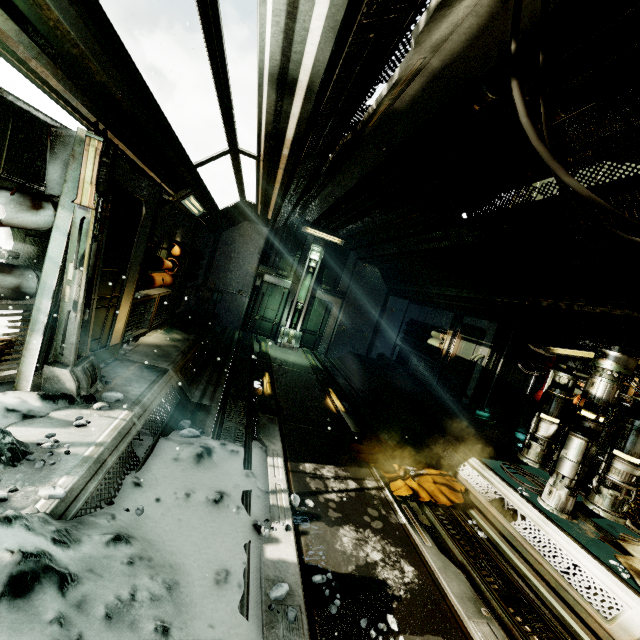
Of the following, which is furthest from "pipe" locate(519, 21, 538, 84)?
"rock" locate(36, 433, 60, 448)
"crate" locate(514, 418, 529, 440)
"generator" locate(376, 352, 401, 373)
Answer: "crate" locate(514, 418, 529, 440)

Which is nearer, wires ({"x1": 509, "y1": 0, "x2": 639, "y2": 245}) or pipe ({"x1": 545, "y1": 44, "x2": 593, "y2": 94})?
wires ({"x1": 509, "y1": 0, "x2": 639, "y2": 245})

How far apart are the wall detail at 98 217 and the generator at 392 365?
9.2 meters

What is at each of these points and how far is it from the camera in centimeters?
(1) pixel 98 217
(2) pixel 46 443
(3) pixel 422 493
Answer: (1) wall detail, 304cm
(2) rock, 267cm
(3) cloth, 455cm

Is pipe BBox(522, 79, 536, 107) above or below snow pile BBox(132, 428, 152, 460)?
above

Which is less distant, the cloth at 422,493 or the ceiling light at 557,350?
the cloth at 422,493

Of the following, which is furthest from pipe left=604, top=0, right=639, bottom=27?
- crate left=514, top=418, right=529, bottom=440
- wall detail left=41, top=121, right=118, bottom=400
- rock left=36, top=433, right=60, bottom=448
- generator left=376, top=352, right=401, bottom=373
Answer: crate left=514, top=418, right=529, bottom=440

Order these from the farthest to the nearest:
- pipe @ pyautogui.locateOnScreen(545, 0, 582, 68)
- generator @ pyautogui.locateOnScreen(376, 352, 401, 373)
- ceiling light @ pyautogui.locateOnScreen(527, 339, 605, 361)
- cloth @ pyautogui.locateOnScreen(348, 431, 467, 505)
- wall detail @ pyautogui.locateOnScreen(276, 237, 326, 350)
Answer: wall detail @ pyautogui.locateOnScreen(276, 237, 326, 350)
generator @ pyautogui.locateOnScreen(376, 352, 401, 373)
ceiling light @ pyautogui.locateOnScreen(527, 339, 605, 361)
cloth @ pyautogui.locateOnScreen(348, 431, 467, 505)
pipe @ pyautogui.locateOnScreen(545, 0, 582, 68)
